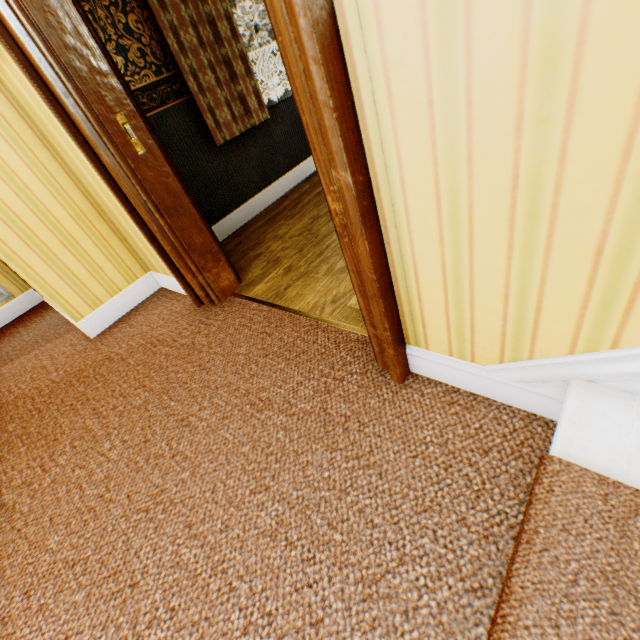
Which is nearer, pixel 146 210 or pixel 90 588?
pixel 90 588
